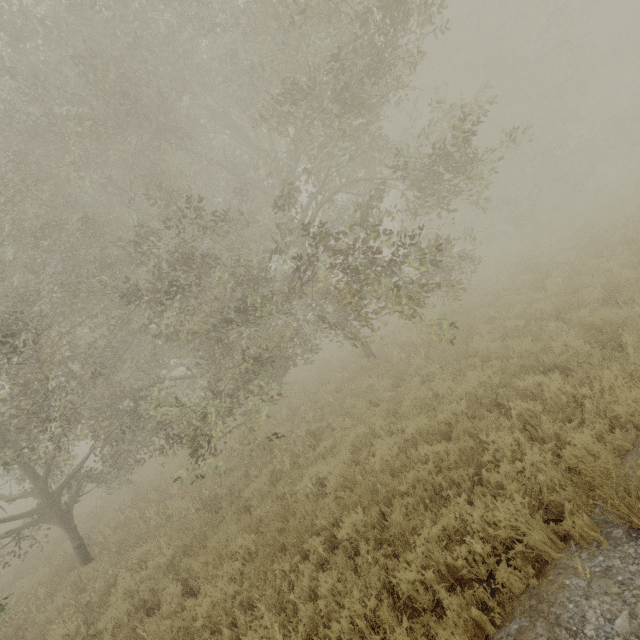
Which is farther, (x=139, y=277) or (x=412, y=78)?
(x=412, y=78)

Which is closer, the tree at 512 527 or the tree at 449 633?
the tree at 449 633

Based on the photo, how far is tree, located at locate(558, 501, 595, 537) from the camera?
3.1 meters

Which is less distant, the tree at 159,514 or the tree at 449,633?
the tree at 449,633

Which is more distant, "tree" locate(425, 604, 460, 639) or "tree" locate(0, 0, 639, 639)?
"tree" locate(0, 0, 639, 639)

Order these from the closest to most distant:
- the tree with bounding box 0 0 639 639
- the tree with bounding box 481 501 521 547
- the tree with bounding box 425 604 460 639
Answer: the tree with bounding box 425 604 460 639
the tree with bounding box 481 501 521 547
the tree with bounding box 0 0 639 639
